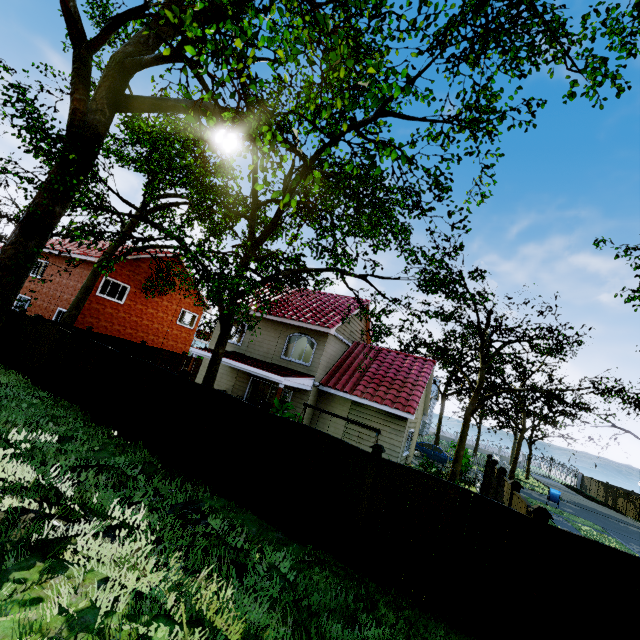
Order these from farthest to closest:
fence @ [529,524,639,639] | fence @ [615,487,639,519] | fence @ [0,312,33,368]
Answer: fence @ [615,487,639,519], fence @ [0,312,33,368], fence @ [529,524,639,639]

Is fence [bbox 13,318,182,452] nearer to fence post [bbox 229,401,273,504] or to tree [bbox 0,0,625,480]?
tree [bbox 0,0,625,480]

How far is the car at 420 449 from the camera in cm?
2677

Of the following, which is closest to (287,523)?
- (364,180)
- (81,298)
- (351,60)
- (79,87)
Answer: (351,60)

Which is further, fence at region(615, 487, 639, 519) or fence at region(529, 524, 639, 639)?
fence at region(615, 487, 639, 519)

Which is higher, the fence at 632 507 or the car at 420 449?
the fence at 632 507

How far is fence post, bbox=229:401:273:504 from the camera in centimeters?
786cm

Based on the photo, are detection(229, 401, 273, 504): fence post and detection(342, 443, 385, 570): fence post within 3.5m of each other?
yes
